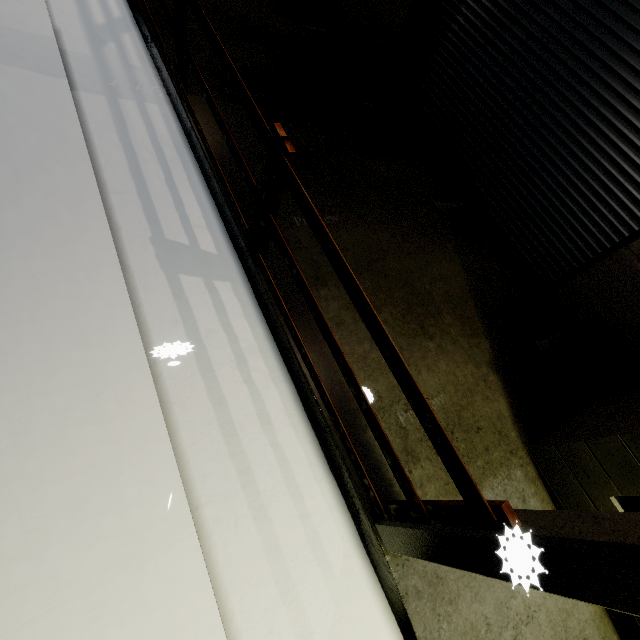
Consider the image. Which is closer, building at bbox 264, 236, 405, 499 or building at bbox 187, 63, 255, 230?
building at bbox 264, 236, 405, 499

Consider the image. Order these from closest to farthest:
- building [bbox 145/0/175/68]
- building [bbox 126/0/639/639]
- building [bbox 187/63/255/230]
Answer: building [bbox 126/0/639/639] < building [bbox 187/63/255/230] < building [bbox 145/0/175/68]

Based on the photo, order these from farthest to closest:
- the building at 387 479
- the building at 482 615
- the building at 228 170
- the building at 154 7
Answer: the building at 154 7 < the building at 228 170 < the building at 387 479 < the building at 482 615

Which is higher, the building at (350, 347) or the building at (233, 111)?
the building at (233, 111)

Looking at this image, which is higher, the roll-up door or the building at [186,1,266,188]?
the roll-up door

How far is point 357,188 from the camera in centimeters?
465cm
